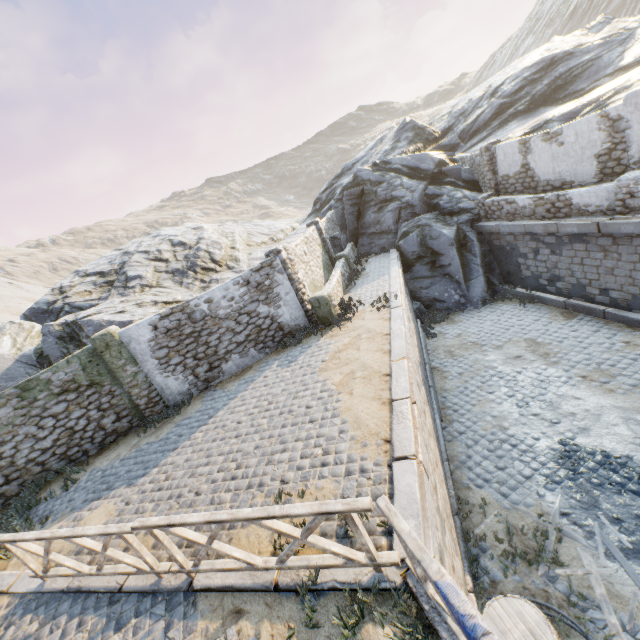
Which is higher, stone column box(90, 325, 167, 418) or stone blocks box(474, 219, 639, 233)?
stone column box(90, 325, 167, 418)

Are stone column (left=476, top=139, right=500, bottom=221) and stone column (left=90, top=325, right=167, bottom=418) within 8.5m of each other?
no

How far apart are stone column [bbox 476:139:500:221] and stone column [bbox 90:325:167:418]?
15.6 meters

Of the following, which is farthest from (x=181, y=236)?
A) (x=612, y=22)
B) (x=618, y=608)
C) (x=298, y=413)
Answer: (x=612, y=22)

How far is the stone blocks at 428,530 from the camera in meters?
4.1

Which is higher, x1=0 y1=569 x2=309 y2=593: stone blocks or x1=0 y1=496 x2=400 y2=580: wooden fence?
x1=0 y1=496 x2=400 y2=580: wooden fence

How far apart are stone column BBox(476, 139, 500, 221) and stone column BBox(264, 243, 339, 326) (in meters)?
9.04

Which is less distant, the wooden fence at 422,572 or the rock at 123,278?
the wooden fence at 422,572
